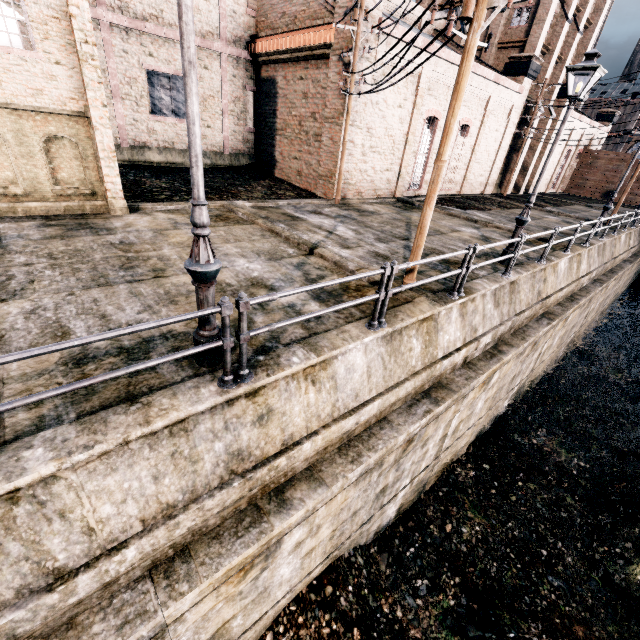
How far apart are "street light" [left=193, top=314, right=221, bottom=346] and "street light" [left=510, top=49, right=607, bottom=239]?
10.0m

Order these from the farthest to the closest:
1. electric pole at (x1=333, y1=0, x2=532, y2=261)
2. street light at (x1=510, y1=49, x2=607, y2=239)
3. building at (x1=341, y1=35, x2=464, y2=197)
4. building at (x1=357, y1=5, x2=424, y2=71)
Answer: building at (x1=341, y1=35, x2=464, y2=197) < building at (x1=357, y1=5, x2=424, y2=71) < street light at (x1=510, y1=49, x2=607, y2=239) < electric pole at (x1=333, y1=0, x2=532, y2=261)

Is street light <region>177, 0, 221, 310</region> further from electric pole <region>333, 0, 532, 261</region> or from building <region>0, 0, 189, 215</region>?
building <region>0, 0, 189, 215</region>

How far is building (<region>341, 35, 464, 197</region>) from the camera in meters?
18.0 m

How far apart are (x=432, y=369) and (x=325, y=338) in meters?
3.3 m

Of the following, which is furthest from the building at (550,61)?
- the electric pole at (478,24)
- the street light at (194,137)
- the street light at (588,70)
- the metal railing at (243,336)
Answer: the street light at (194,137)

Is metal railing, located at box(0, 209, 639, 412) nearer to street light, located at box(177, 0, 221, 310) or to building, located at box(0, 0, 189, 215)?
street light, located at box(177, 0, 221, 310)

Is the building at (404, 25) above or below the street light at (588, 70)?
above
